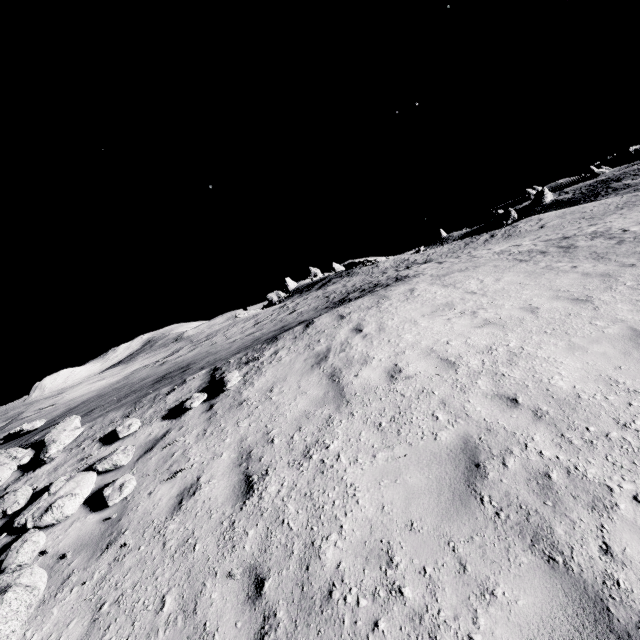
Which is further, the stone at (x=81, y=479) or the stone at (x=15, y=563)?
the stone at (x=81, y=479)

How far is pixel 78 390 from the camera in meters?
19.3 m

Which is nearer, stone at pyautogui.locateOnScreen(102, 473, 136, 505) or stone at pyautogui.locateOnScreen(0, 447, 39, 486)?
stone at pyautogui.locateOnScreen(102, 473, 136, 505)

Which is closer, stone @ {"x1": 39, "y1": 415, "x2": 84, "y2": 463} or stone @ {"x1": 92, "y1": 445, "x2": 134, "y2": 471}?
stone @ {"x1": 92, "y1": 445, "x2": 134, "y2": 471}

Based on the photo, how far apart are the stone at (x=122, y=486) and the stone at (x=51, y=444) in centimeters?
134cm

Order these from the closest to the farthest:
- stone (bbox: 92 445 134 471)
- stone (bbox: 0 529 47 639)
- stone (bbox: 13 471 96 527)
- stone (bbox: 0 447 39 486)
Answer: stone (bbox: 0 529 47 639) < stone (bbox: 13 471 96 527) < stone (bbox: 92 445 134 471) < stone (bbox: 0 447 39 486)

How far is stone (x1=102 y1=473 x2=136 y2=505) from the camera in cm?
511
